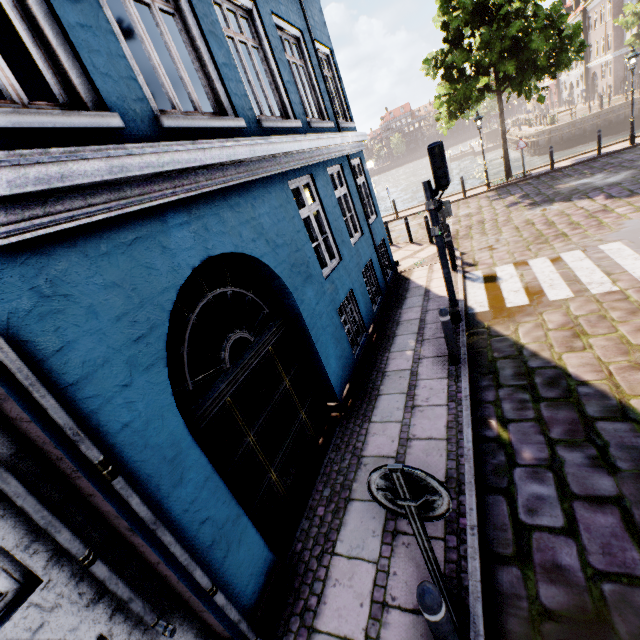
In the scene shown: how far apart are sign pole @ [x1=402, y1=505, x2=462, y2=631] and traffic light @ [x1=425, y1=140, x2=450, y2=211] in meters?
5.2

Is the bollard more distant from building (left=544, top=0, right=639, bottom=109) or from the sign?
building (left=544, top=0, right=639, bottom=109)

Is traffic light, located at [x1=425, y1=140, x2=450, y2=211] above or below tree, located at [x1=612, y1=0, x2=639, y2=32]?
below

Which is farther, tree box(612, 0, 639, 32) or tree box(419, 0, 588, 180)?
tree box(612, 0, 639, 32)

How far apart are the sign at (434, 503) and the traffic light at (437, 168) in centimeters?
514cm

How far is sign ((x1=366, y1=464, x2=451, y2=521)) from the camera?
1.99m

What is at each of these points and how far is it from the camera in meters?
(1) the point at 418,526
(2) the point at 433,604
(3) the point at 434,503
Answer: (1) sign pole, 2.2 m
(2) bollard, 2.0 m
(3) sign, 2.1 m

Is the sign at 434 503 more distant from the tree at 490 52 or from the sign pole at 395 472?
the tree at 490 52
